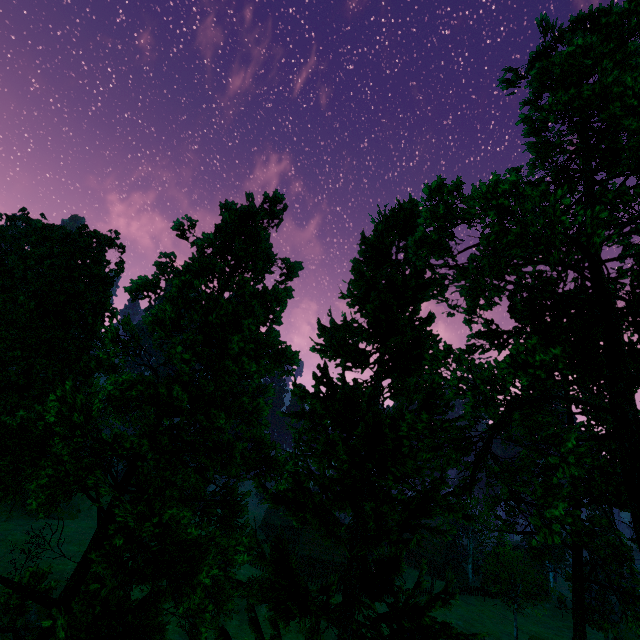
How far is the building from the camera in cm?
5359

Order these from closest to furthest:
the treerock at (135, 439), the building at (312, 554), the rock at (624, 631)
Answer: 1. the treerock at (135, 439)
2. the rock at (624, 631)
3. the building at (312, 554)

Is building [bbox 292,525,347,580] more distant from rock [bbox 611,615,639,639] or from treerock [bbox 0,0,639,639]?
rock [bbox 611,615,639,639]

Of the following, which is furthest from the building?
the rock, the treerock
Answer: the rock

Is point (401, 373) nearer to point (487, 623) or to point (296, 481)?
point (296, 481)

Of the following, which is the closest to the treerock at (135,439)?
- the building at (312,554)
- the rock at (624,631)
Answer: the building at (312,554)
